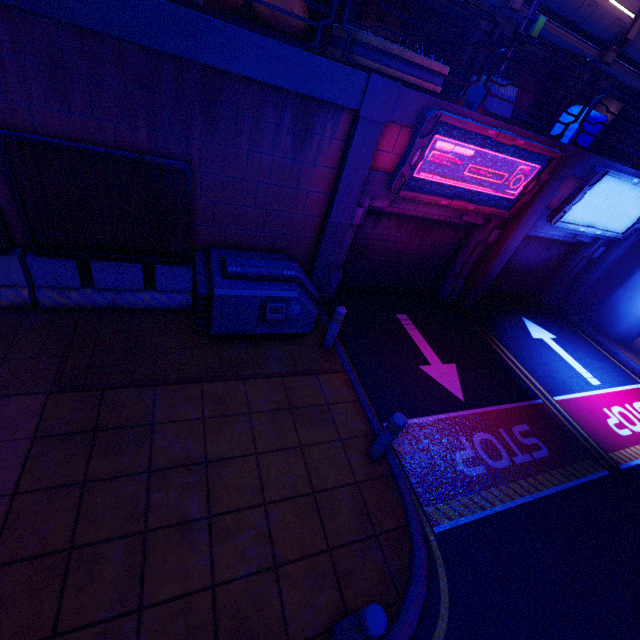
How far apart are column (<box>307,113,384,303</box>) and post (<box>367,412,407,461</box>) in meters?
3.9 m

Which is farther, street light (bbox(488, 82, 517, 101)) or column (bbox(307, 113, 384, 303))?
street light (bbox(488, 82, 517, 101))

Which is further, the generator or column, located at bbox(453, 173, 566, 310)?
column, located at bbox(453, 173, 566, 310)

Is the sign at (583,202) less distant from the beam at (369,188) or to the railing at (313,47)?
the beam at (369,188)

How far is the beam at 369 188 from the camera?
6.54m

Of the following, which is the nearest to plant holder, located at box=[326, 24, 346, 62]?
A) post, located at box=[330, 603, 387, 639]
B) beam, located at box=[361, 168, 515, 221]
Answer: beam, located at box=[361, 168, 515, 221]

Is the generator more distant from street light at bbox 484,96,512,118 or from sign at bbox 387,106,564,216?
street light at bbox 484,96,512,118

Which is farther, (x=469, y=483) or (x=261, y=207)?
(x=261, y=207)
